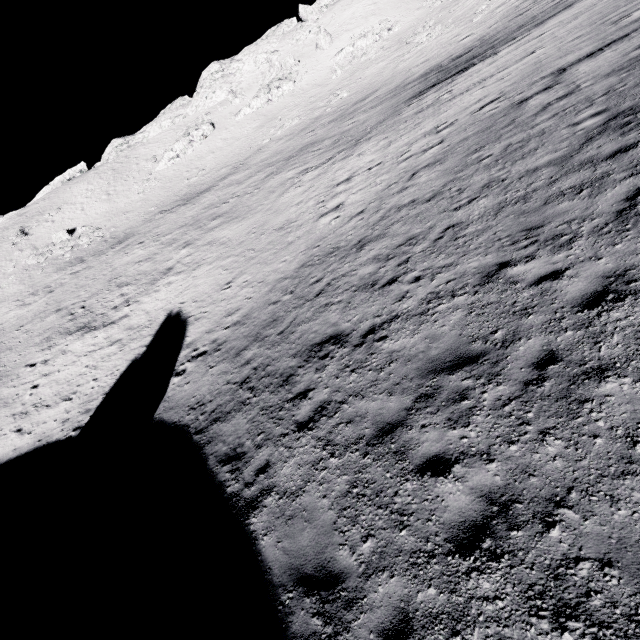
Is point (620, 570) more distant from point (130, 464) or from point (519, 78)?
point (519, 78)

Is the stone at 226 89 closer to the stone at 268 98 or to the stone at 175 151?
the stone at 268 98

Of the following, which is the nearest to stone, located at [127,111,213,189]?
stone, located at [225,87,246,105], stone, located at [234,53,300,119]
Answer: stone, located at [234,53,300,119]

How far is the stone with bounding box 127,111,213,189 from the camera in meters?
52.3 m

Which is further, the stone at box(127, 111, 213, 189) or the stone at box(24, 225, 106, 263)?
the stone at box(127, 111, 213, 189)

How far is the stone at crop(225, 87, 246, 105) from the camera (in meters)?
56.56

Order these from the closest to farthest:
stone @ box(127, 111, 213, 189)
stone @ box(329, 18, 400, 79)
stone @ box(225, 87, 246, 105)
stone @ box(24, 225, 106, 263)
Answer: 1. stone @ box(24, 225, 106, 263)
2. stone @ box(329, 18, 400, 79)
3. stone @ box(127, 111, 213, 189)
4. stone @ box(225, 87, 246, 105)
